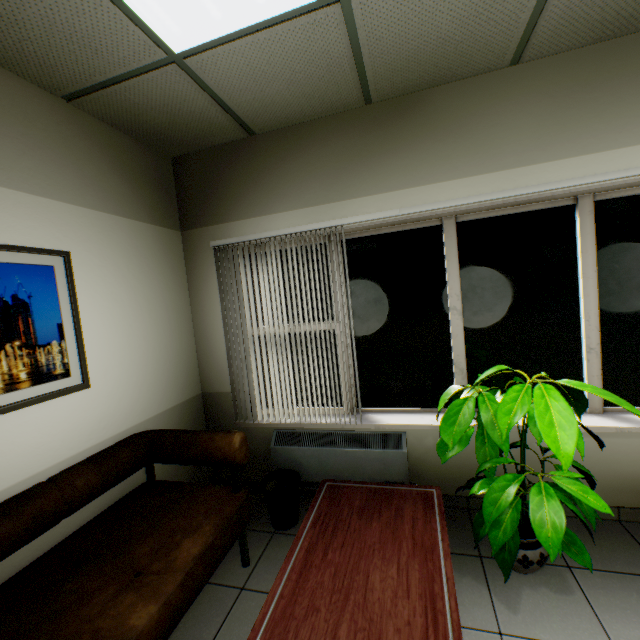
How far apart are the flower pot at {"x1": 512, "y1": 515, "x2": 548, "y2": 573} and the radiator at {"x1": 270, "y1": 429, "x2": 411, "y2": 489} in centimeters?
70cm

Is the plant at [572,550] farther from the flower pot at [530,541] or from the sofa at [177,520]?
the sofa at [177,520]

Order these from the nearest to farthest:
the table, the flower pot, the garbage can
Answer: the table, the flower pot, the garbage can

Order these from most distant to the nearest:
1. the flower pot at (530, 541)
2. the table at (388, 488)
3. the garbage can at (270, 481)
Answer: the garbage can at (270, 481)
the flower pot at (530, 541)
the table at (388, 488)

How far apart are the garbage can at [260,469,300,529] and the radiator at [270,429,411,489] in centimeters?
8cm

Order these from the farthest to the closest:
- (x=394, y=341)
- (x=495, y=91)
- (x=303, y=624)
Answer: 1. (x=394, y=341)
2. (x=495, y=91)
3. (x=303, y=624)

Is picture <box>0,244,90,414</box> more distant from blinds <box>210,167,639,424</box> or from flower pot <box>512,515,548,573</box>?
flower pot <box>512,515,548,573</box>

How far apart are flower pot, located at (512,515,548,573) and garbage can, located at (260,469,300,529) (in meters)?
1.43
